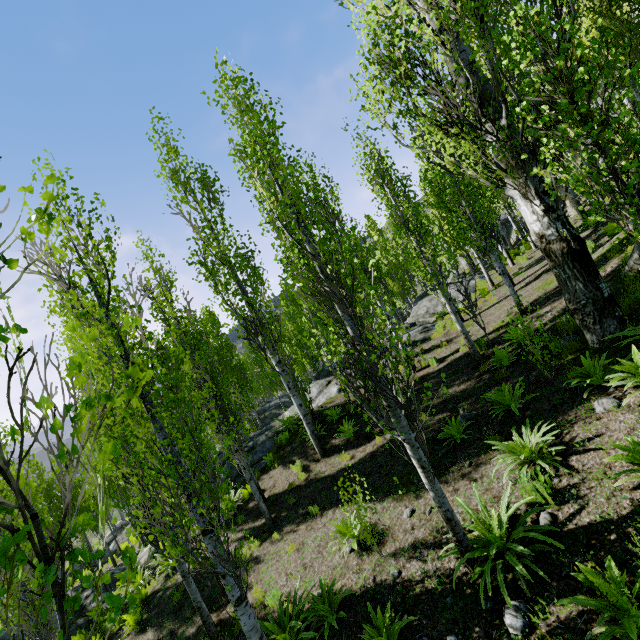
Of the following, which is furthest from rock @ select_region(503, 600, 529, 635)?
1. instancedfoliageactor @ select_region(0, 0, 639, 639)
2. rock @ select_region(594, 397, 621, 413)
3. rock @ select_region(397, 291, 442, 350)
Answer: rock @ select_region(397, 291, 442, 350)

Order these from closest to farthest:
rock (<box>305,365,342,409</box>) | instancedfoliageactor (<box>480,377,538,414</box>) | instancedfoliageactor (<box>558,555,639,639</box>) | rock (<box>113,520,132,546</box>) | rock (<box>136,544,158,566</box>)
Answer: instancedfoliageactor (<box>558,555,639,639</box>)
instancedfoliageactor (<box>480,377,538,414</box>)
rock (<box>136,544,158,566</box>)
rock (<box>305,365,342,409</box>)
rock (<box>113,520,132,546</box>)

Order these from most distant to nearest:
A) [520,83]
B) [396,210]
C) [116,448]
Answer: [396,210]
[520,83]
[116,448]

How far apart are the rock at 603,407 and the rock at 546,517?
2.0m

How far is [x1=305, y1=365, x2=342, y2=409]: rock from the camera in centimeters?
1548cm

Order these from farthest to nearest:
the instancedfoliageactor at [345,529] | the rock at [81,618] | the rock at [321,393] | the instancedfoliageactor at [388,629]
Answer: the rock at [321,393] < the rock at [81,618] < the instancedfoliageactor at [345,529] < the instancedfoliageactor at [388,629]

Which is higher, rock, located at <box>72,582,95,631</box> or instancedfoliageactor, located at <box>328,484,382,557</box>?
instancedfoliageactor, located at <box>328,484,382,557</box>

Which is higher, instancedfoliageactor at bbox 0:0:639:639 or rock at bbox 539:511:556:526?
instancedfoliageactor at bbox 0:0:639:639
